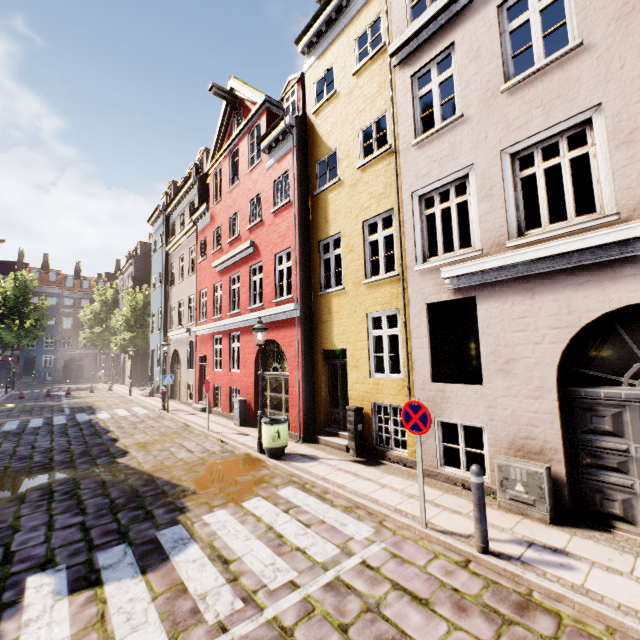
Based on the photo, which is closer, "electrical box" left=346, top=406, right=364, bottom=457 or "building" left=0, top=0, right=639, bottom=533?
"building" left=0, top=0, right=639, bottom=533

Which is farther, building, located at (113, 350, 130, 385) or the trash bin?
building, located at (113, 350, 130, 385)

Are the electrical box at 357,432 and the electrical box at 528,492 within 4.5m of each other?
yes

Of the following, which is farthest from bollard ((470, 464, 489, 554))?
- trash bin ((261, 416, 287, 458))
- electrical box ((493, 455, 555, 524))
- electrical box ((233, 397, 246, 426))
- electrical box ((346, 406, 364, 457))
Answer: electrical box ((233, 397, 246, 426))

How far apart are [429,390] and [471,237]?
3.4 meters

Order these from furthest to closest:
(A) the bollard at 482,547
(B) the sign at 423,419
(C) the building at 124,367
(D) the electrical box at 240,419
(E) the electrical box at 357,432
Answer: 1. (C) the building at 124,367
2. (D) the electrical box at 240,419
3. (E) the electrical box at 357,432
4. (B) the sign at 423,419
5. (A) the bollard at 482,547

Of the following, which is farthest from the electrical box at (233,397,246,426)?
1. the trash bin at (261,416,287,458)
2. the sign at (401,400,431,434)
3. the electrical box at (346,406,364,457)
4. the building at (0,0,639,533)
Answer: the sign at (401,400,431,434)

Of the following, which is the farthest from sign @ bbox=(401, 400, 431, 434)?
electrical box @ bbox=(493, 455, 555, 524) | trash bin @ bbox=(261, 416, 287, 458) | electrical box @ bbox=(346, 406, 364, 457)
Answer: trash bin @ bbox=(261, 416, 287, 458)
